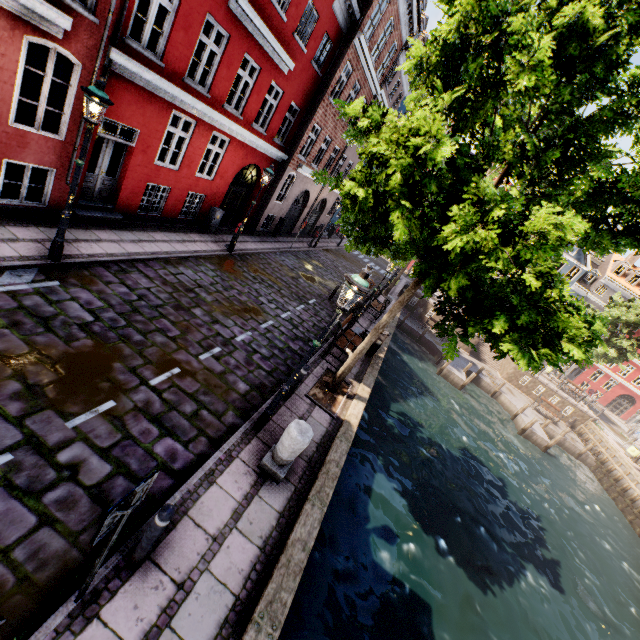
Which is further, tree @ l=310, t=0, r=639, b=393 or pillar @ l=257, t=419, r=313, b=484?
pillar @ l=257, t=419, r=313, b=484

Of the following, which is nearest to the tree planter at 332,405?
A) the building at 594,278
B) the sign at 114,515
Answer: the sign at 114,515

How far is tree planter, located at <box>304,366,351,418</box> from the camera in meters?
8.3

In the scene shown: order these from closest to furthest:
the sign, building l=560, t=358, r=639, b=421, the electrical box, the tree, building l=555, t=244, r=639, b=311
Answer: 1. the sign
2. the tree
3. the electrical box
4. building l=555, t=244, r=639, b=311
5. building l=560, t=358, r=639, b=421

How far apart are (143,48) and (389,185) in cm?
767

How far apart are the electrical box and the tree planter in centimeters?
859cm

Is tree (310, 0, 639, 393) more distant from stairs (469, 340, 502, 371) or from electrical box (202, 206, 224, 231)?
electrical box (202, 206, 224, 231)

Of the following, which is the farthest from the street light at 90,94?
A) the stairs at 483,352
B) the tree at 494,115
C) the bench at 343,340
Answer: the stairs at 483,352
